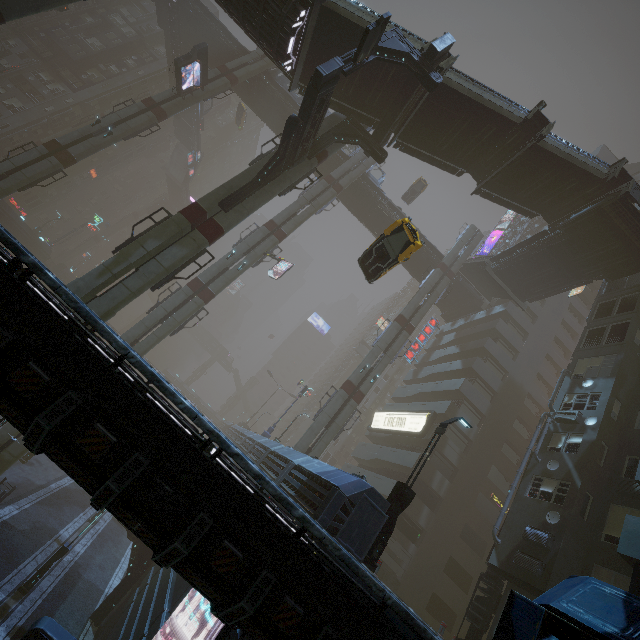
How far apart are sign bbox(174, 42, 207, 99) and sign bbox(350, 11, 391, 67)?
20.31m

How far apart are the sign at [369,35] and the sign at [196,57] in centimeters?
2031cm

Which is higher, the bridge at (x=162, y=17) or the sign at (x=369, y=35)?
the bridge at (x=162, y=17)

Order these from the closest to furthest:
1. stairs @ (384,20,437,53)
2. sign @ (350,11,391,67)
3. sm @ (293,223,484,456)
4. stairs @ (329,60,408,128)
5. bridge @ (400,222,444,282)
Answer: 1. sign @ (350,11,391,67)
2. stairs @ (384,20,437,53)
3. stairs @ (329,60,408,128)
4. sm @ (293,223,484,456)
5. bridge @ (400,222,444,282)

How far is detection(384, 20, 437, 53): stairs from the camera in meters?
16.7 m

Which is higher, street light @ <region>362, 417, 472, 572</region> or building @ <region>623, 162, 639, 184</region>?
building @ <region>623, 162, 639, 184</region>

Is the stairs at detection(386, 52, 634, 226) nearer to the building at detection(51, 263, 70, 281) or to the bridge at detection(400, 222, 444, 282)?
the bridge at detection(400, 222, 444, 282)

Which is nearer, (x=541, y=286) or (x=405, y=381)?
(x=541, y=286)
